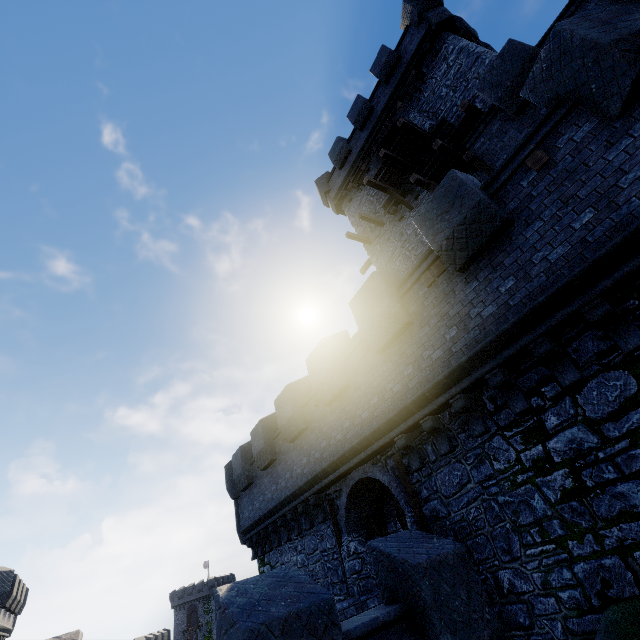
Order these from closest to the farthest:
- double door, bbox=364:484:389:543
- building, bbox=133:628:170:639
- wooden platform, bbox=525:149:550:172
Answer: wooden platform, bbox=525:149:550:172, double door, bbox=364:484:389:543, building, bbox=133:628:170:639

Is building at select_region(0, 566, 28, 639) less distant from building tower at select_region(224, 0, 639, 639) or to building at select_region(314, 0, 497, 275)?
building tower at select_region(224, 0, 639, 639)

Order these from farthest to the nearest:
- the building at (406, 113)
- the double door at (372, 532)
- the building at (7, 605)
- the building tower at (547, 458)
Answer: the building at (7, 605)
the building at (406, 113)
the double door at (372, 532)
the building tower at (547, 458)

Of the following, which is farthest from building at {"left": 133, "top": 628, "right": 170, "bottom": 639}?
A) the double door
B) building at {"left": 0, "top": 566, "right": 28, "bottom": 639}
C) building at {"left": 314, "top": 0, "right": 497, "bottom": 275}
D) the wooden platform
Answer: the wooden platform

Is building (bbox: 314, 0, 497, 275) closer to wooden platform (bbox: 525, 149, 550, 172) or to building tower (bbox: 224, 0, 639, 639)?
building tower (bbox: 224, 0, 639, 639)

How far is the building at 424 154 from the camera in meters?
14.6 m

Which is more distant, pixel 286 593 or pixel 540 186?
pixel 540 186

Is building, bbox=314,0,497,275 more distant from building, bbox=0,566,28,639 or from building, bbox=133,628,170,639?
building, bbox=133,628,170,639
